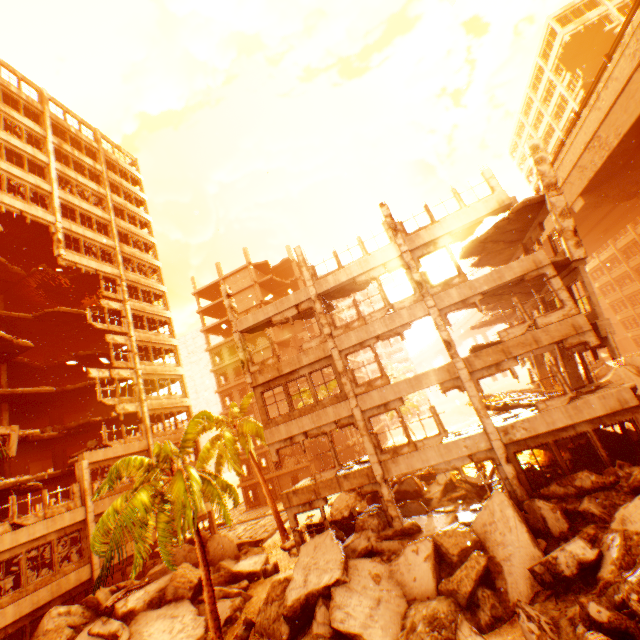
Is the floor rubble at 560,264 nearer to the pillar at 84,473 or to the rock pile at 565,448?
the rock pile at 565,448

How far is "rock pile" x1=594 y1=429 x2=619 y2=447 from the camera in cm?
1316

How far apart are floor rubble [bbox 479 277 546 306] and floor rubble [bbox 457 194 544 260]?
2.5 meters

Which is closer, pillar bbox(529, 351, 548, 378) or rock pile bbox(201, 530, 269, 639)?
rock pile bbox(201, 530, 269, 639)

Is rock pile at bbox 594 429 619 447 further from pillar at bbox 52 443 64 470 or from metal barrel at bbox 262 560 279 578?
pillar at bbox 52 443 64 470

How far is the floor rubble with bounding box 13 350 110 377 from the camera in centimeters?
2683cm

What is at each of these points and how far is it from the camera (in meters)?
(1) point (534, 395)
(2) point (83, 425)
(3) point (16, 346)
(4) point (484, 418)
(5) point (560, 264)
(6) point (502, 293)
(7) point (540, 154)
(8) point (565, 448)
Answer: (1) floor rubble, 18.88
(2) floor rubble, 24.47
(3) floor rubble, 22.47
(4) pillar, 13.07
(5) floor rubble, 13.61
(6) floor rubble, 16.91
(7) pillar, 14.43
(8) rock pile, 15.83

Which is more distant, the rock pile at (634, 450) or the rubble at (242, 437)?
the rock pile at (634, 450)
